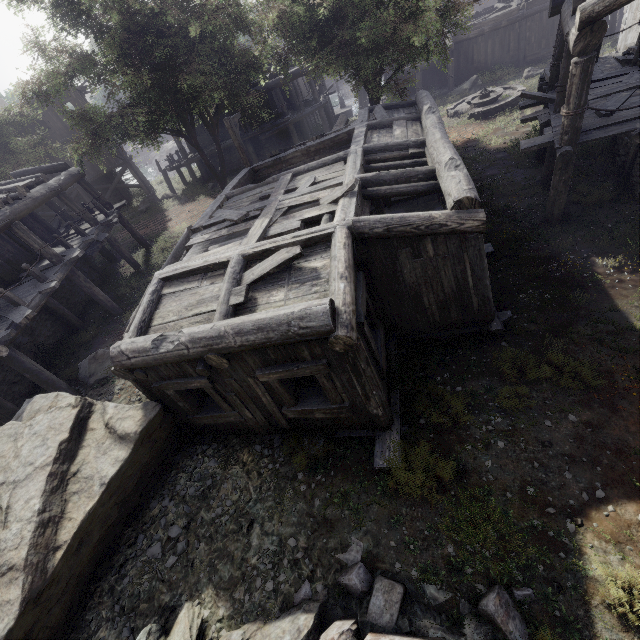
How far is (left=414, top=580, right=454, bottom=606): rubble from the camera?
4.3m

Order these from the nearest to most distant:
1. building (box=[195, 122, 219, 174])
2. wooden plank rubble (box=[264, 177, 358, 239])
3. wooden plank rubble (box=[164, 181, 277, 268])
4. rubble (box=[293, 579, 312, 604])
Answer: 1. rubble (box=[293, 579, 312, 604])
2. wooden plank rubble (box=[264, 177, 358, 239])
3. wooden plank rubble (box=[164, 181, 277, 268])
4. building (box=[195, 122, 219, 174])

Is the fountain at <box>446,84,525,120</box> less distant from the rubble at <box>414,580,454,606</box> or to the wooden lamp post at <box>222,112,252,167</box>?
the wooden lamp post at <box>222,112,252,167</box>

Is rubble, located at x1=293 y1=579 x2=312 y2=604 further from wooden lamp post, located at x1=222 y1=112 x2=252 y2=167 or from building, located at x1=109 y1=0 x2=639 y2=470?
wooden lamp post, located at x1=222 y1=112 x2=252 y2=167

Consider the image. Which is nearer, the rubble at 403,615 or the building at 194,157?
the rubble at 403,615

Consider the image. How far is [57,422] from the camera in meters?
6.4 m

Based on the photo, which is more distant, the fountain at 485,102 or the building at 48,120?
the building at 48,120

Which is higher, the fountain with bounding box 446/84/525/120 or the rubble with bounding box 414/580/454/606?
the rubble with bounding box 414/580/454/606
